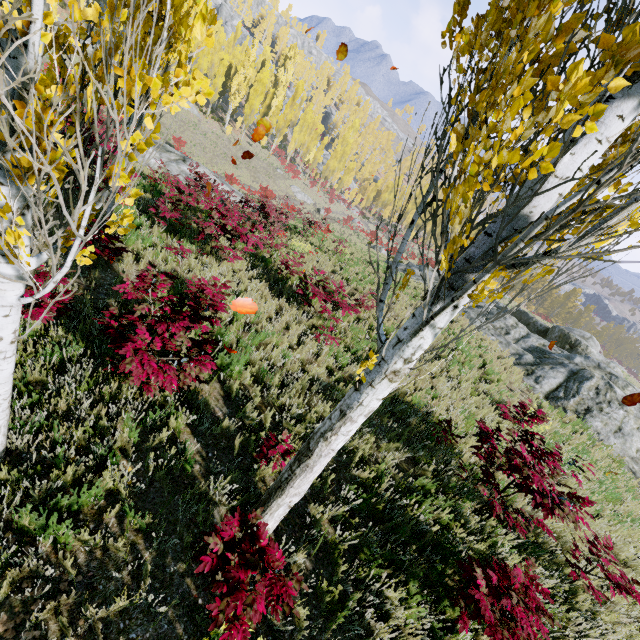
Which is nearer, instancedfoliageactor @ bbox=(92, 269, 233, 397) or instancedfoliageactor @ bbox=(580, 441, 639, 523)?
instancedfoliageactor @ bbox=(92, 269, 233, 397)

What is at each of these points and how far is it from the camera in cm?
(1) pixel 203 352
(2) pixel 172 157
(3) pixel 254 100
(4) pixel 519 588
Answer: (1) instancedfoliageactor, 397
(2) rock, 1666
(3) instancedfoliageactor, 4594
(4) instancedfoliageactor, 381

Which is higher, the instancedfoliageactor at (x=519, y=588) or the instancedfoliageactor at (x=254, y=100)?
the instancedfoliageactor at (x=254, y=100)

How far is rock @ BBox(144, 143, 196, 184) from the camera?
15.55m

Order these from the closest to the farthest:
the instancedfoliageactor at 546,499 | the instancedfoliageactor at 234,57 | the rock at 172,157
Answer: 1. the instancedfoliageactor at 234,57
2. the instancedfoliageactor at 546,499
3. the rock at 172,157

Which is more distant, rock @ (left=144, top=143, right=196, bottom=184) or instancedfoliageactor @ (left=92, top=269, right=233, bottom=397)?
rock @ (left=144, top=143, right=196, bottom=184)

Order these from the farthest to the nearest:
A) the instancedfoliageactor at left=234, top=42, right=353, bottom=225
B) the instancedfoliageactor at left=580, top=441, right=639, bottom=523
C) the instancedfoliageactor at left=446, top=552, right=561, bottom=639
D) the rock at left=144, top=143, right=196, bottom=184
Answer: the instancedfoliageactor at left=234, top=42, right=353, bottom=225 → the rock at left=144, top=143, right=196, bottom=184 → the instancedfoliageactor at left=580, top=441, right=639, bottom=523 → the instancedfoliageactor at left=446, top=552, right=561, bottom=639
